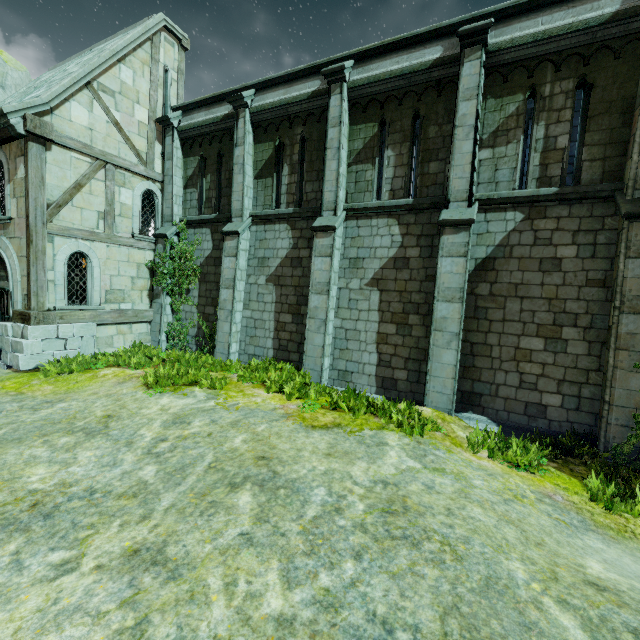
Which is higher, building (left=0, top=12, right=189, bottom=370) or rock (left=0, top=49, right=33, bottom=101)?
rock (left=0, top=49, right=33, bottom=101)

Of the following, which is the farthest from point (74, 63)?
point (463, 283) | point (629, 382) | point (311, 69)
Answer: point (629, 382)

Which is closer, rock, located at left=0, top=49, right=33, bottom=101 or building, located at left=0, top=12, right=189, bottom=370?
building, located at left=0, top=12, right=189, bottom=370

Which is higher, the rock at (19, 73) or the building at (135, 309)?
the rock at (19, 73)

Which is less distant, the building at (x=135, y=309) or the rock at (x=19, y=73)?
the building at (x=135, y=309)
